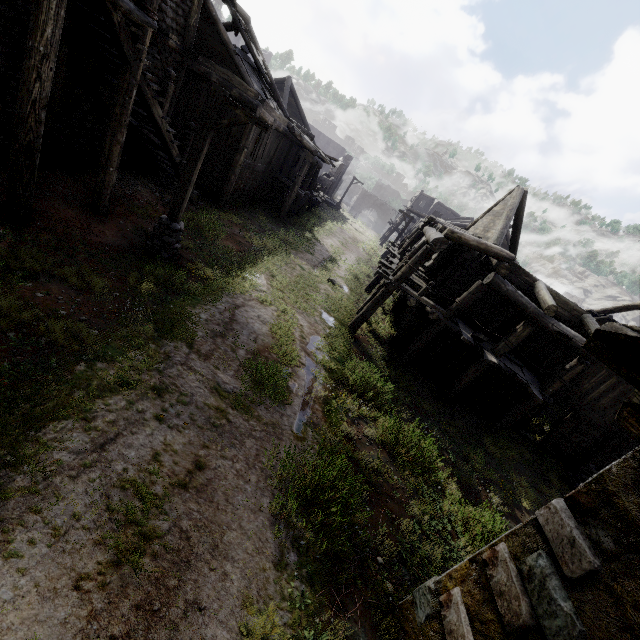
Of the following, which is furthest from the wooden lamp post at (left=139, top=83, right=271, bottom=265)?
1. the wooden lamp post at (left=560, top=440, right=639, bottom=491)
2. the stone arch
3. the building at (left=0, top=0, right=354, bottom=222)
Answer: the stone arch

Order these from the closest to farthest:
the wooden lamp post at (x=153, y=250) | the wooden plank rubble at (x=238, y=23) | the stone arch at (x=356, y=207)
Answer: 1. the wooden lamp post at (x=153, y=250)
2. the wooden plank rubble at (x=238, y=23)
3. the stone arch at (x=356, y=207)

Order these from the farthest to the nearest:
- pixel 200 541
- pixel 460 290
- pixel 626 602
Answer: pixel 460 290
pixel 200 541
pixel 626 602

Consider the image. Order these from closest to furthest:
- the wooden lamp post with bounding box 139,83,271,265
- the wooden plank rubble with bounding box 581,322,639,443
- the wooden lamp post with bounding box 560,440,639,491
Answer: the wooden plank rubble with bounding box 581,322,639,443 → the wooden lamp post with bounding box 139,83,271,265 → the wooden lamp post with bounding box 560,440,639,491

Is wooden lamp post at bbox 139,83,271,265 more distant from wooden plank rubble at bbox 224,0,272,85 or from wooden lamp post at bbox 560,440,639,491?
wooden lamp post at bbox 560,440,639,491

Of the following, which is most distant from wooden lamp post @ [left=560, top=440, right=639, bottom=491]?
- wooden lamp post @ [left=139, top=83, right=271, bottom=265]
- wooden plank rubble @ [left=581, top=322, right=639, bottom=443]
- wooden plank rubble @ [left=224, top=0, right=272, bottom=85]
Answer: wooden plank rubble @ [left=224, top=0, right=272, bottom=85]

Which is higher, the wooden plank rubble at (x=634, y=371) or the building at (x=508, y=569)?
the wooden plank rubble at (x=634, y=371)

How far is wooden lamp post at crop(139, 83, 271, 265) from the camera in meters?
7.7
